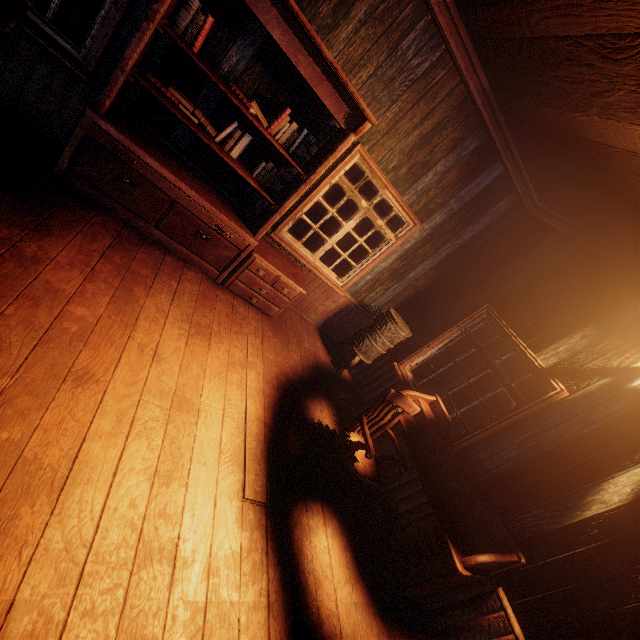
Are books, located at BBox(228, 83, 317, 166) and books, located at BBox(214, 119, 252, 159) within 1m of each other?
yes

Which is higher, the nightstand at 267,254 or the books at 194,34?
the books at 194,34

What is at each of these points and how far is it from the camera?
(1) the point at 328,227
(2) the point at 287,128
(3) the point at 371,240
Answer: (1) z, 13.6m
(2) books, 3.6m
(3) z, 13.5m

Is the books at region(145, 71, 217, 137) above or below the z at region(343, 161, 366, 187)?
below

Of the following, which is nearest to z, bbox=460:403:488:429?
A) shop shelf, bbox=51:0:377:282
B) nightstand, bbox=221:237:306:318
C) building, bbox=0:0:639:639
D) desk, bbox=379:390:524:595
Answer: building, bbox=0:0:639:639

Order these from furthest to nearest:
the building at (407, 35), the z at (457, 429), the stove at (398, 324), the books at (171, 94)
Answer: the z at (457, 429), the stove at (398, 324), the books at (171, 94), the building at (407, 35)

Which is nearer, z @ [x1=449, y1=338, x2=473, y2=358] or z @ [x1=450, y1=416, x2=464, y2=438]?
z @ [x1=450, y1=416, x2=464, y2=438]

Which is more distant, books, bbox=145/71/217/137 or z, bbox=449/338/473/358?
z, bbox=449/338/473/358
